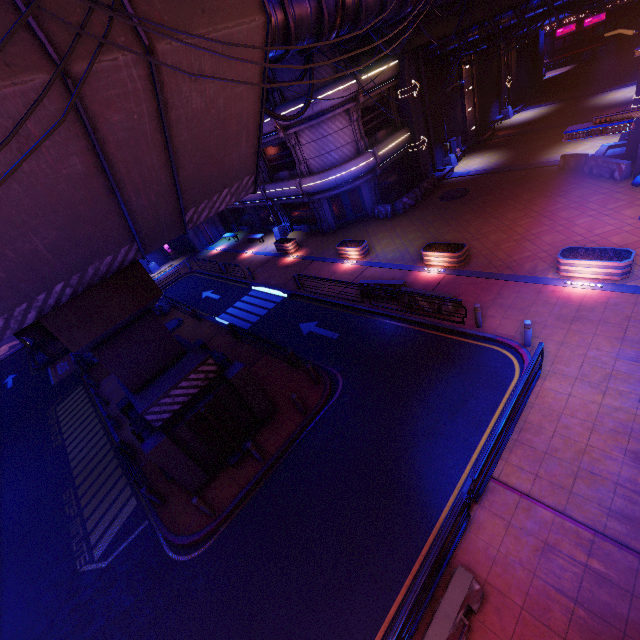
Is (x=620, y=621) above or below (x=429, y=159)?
below

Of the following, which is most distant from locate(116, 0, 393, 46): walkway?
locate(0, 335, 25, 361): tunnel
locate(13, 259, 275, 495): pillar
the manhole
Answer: the manhole

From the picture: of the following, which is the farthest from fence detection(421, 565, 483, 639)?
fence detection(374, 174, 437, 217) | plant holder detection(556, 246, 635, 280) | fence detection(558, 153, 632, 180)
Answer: fence detection(374, 174, 437, 217)

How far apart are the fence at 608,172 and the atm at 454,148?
11.2 meters

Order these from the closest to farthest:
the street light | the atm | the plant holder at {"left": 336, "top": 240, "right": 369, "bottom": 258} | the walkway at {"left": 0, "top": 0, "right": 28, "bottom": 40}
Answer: the walkway at {"left": 0, "top": 0, "right": 28, "bottom": 40}
the plant holder at {"left": 336, "top": 240, "right": 369, "bottom": 258}
the street light
the atm

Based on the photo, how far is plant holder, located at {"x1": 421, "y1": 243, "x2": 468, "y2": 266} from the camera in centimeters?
1592cm

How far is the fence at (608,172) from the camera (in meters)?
16.97

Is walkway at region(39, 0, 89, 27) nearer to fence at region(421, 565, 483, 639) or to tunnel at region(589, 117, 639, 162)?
tunnel at region(589, 117, 639, 162)
